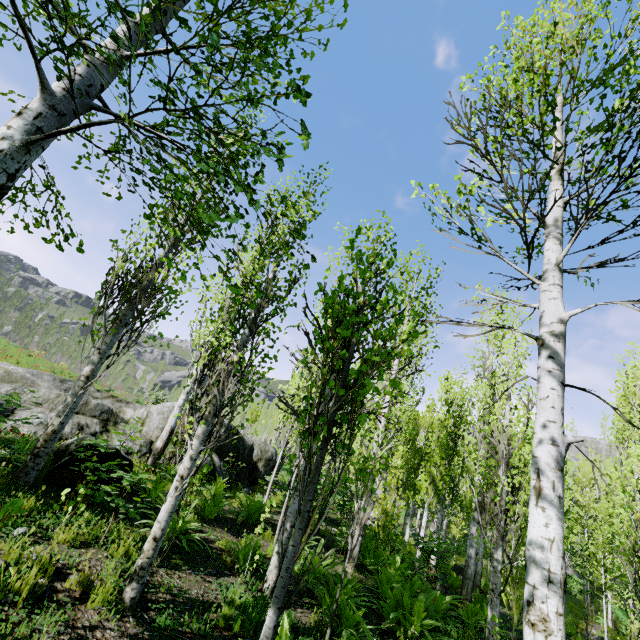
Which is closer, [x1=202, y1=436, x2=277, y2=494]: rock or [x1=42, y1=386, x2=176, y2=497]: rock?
[x1=42, y1=386, x2=176, y2=497]: rock

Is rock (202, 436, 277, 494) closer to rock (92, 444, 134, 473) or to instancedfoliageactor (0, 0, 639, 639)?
instancedfoliageactor (0, 0, 639, 639)

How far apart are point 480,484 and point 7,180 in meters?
7.9 m

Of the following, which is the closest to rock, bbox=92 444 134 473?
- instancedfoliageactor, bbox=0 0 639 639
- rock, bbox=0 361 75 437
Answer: instancedfoliageactor, bbox=0 0 639 639

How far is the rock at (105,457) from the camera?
5.99m

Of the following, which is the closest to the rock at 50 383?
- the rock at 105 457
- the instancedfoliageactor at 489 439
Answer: the instancedfoliageactor at 489 439
